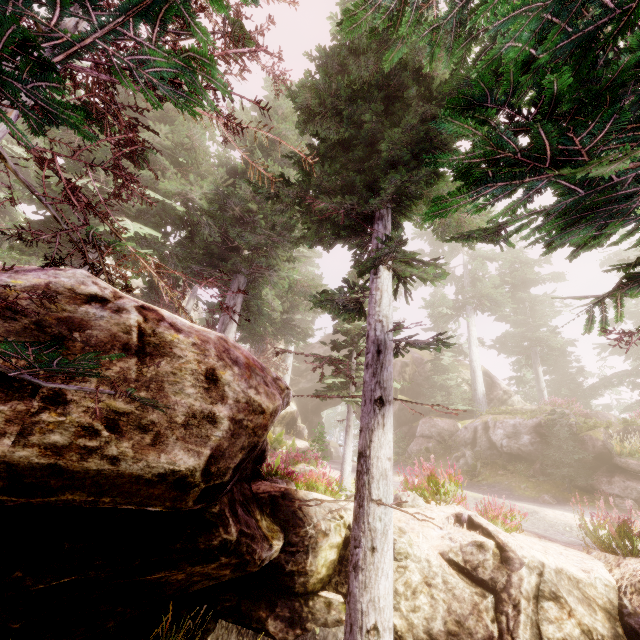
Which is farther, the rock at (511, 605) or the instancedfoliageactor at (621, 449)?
the instancedfoliageactor at (621, 449)

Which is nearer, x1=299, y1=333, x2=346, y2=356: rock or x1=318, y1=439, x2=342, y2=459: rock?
x1=299, y1=333, x2=346, y2=356: rock

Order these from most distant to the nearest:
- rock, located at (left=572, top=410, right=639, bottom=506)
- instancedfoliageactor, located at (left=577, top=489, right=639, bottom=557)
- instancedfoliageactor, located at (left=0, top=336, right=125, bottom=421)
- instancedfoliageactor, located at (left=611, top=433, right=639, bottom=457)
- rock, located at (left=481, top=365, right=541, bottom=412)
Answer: rock, located at (left=481, top=365, right=541, bottom=412), instancedfoliageactor, located at (left=611, top=433, right=639, bottom=457), rock, located at (left=572, top=410, right=639, bottom=506), instancedfoliageactor, located at (left=577, top=489, right=639, bottom=557), instancedfoliageactor, located at (left=0, top=336, right=125, bottom=421)

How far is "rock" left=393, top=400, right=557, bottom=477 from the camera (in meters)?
16.70

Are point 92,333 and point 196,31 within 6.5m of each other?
yes

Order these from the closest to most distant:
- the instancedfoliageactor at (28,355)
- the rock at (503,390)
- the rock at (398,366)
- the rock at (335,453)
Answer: the instancedfoliageactor at (28,355) < the rock at (503,390) < the rock at (398,366) < the rock at (335,453)

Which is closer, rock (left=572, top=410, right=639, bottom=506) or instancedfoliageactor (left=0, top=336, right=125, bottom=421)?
instancedfoliageactor (left=0, top=336, right=125, bottom=421)
